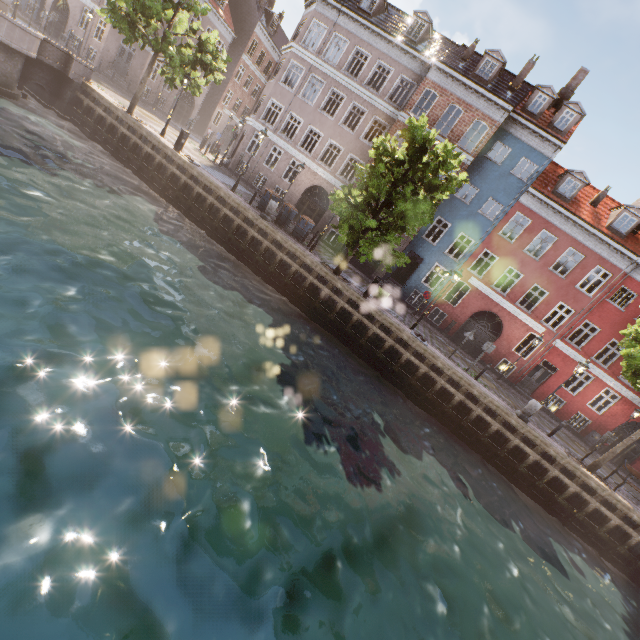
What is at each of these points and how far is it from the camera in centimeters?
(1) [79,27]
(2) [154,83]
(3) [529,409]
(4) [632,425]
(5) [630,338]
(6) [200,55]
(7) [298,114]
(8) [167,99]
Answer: (1) building, 2889cm
(2) building, 3161cm
(3) pillar, 1502cm
(4) building, 2169cm
(5) tree, 1442cm
(6) tree, 1773cm
(7) building, 2492cm
(8) building, 3369cm

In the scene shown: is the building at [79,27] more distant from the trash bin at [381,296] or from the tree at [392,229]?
the trash bin at [381,296]

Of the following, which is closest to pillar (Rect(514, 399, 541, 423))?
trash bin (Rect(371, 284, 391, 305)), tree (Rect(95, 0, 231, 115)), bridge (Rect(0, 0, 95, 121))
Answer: tree (Rect(95, 0, 231, 115))

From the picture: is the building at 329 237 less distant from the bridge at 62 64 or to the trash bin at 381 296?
the trash bin at 381 296

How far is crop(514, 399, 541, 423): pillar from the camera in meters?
14.9

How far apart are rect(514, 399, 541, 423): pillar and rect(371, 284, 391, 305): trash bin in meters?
8.3

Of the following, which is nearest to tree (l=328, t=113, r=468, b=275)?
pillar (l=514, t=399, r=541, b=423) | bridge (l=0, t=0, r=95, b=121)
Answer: bridge (l=0, t=0, r=95, b=121)

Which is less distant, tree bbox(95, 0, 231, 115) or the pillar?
the pillar
